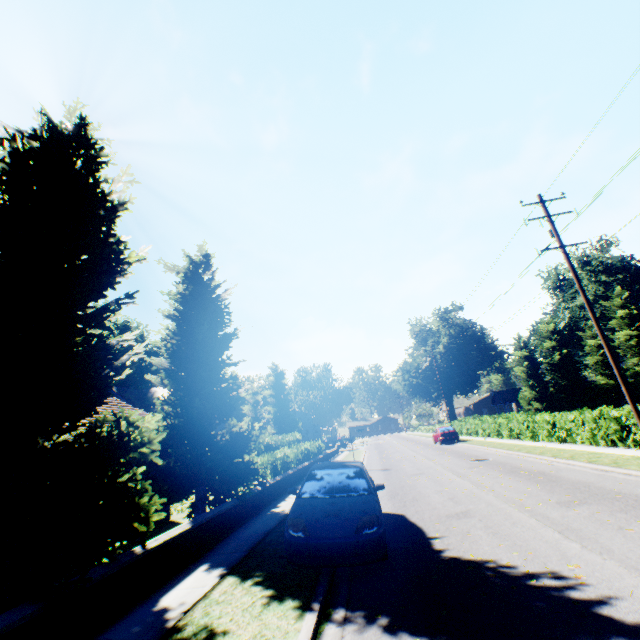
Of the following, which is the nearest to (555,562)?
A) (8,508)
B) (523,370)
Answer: (8,508)

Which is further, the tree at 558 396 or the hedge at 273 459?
the tree at 558 396

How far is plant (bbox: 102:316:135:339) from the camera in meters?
53.7

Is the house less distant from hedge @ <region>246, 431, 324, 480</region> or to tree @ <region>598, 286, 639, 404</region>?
tree @ <region>598, 286, 639, 404</region>

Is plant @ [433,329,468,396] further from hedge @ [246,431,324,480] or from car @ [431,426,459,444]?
car @ [431,426,459,444]

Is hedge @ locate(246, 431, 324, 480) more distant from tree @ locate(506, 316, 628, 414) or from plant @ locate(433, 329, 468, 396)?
plant @ locate(433, 329, 468, 396)

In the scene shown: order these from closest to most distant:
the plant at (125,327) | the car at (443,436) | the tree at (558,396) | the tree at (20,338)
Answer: the tree at (20,338), the car at (443,436), the tree at (558,396), the plant at (125,327)
